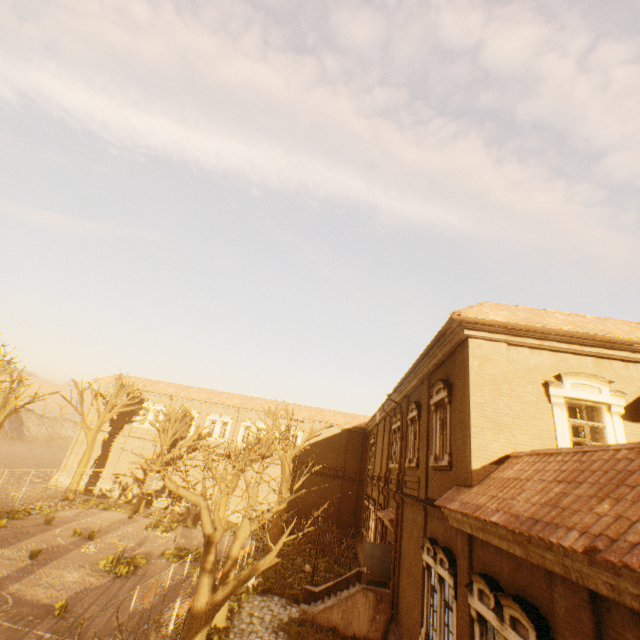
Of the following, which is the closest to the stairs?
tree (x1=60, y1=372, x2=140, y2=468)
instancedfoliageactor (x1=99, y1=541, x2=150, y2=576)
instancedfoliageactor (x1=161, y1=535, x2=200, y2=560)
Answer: tree (x1=60, y1=372, x2=140, y2=468)

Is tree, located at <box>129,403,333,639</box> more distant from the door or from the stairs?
the door

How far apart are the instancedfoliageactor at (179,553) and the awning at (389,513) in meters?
11.4

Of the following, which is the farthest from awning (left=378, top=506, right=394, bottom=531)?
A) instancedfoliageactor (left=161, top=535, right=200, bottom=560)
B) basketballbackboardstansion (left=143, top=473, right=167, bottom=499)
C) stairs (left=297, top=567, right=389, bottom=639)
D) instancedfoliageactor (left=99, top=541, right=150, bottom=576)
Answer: basketballbackboardstansion (left=143, top=473, right=167, bottom=499)

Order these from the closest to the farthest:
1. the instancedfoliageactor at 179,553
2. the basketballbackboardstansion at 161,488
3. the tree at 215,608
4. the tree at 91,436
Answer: the tree at 215,608, the instancedfoliageactor at 179,553, the basketballbackboardstansion at 161,488, the tree at 91,436

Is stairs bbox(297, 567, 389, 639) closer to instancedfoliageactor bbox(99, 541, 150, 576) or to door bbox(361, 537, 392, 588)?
door bbox(361, 537, 392, 588)

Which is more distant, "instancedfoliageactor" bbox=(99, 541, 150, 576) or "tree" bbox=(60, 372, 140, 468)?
"tree" bbox=(60, 372, 140, 468)

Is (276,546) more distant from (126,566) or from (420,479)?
(126,566)
